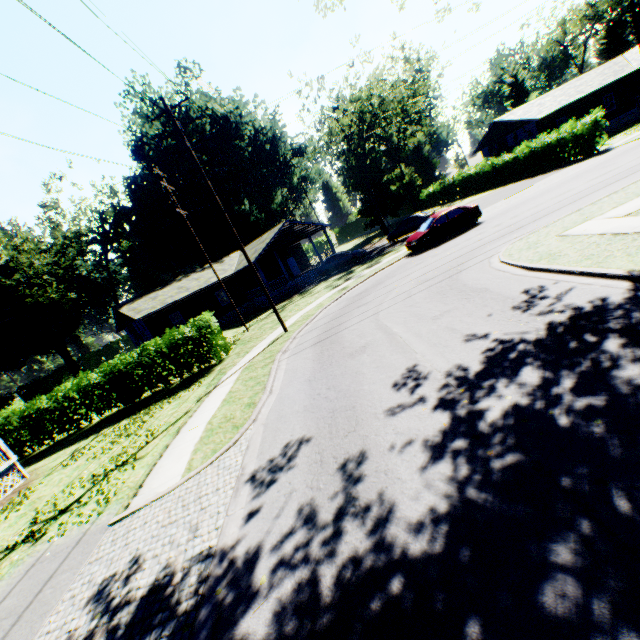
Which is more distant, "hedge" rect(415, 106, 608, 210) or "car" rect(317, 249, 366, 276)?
"car" rect(317, 249, 366, 276)

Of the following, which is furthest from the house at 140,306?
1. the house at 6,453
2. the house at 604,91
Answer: the house at 604,91

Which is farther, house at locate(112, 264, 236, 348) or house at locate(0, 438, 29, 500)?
house at locate(112, 264, 236, 348)

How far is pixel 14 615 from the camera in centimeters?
586cm

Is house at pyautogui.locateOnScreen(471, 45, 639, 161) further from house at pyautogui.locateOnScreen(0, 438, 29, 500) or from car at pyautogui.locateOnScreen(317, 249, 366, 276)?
house at pyautogui.locateOnScreen(0, 438, 29, 500)

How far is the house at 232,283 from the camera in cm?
3272

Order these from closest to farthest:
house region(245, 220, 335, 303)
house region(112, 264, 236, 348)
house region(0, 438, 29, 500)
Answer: house region(0, 438, 29, 500) < house region(112, 264, 236, 348) < house region(245, 220, 335, 303)

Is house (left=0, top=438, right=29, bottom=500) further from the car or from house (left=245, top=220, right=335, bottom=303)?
the car
